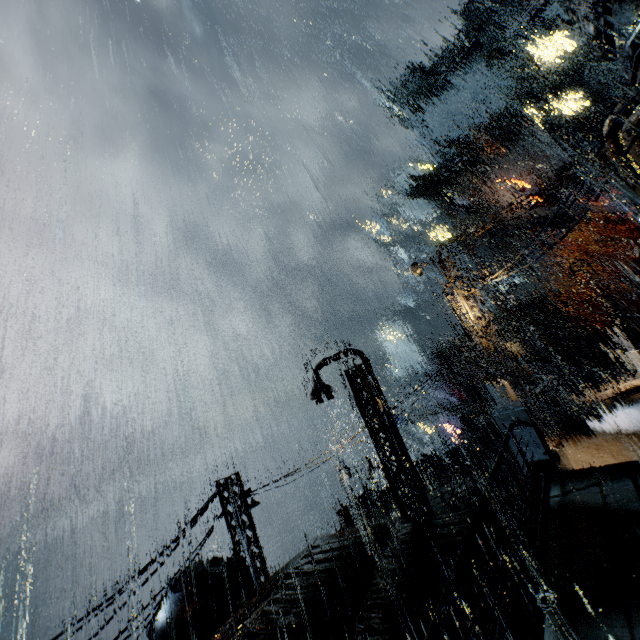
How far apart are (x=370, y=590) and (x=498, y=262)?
57.5 meters

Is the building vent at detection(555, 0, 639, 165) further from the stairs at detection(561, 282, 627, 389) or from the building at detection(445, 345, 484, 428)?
the stairs at detection(561, 282, 627, 389)

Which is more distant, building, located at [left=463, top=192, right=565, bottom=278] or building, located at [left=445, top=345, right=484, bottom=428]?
building, located at [left=463, top=192, right=565, bottom=278]

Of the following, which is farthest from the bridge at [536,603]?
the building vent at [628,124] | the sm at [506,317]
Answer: the sm at [506,317]

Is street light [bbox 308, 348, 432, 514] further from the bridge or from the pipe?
the pipe

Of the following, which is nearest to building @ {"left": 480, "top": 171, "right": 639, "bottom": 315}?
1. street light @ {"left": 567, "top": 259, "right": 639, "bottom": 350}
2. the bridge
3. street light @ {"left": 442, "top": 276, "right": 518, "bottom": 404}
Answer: the bridge

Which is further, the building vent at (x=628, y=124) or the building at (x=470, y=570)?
the building vent at (x=628, y=124)
